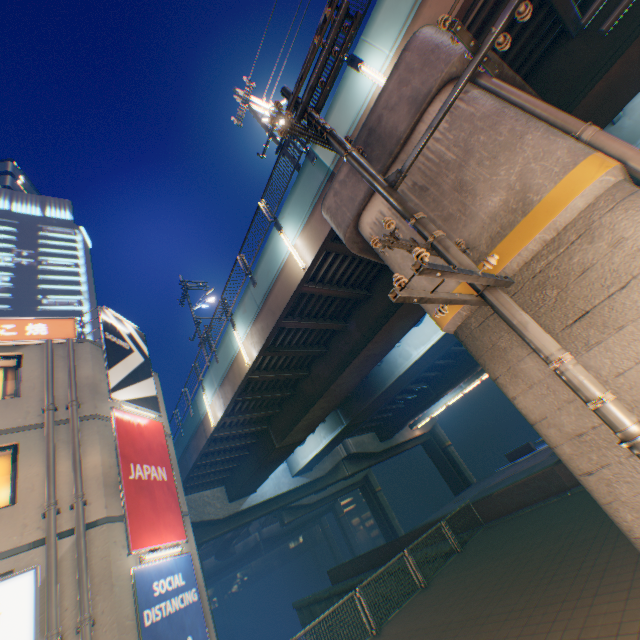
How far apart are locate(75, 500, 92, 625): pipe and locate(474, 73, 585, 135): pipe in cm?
1245

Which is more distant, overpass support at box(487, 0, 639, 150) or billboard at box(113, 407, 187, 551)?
billboard at box(113, 407, 187, 551)

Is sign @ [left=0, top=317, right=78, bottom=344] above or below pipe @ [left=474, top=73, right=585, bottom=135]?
above

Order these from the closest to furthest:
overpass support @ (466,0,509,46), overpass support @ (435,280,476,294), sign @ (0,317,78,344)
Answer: overpass support @ (435,280,476,294) → overpass support @ (466,0,509,46) → sign @ (0,317,78,344)

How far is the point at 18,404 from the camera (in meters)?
9.06

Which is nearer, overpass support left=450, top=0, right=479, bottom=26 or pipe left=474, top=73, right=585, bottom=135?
pipe left=474, top=73, right=585, bottom=135

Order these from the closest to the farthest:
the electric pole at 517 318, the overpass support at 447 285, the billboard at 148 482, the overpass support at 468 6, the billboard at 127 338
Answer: the electric pole at 517 318 → the overpass support at 447 285 → the overpass support at 468 6 → the billboard at 148 482 → the billboard at 127 338

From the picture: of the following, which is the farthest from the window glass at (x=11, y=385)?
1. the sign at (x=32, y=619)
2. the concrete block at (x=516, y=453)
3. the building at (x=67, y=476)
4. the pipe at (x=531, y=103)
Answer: the concrete block at (x=516, y=453)
